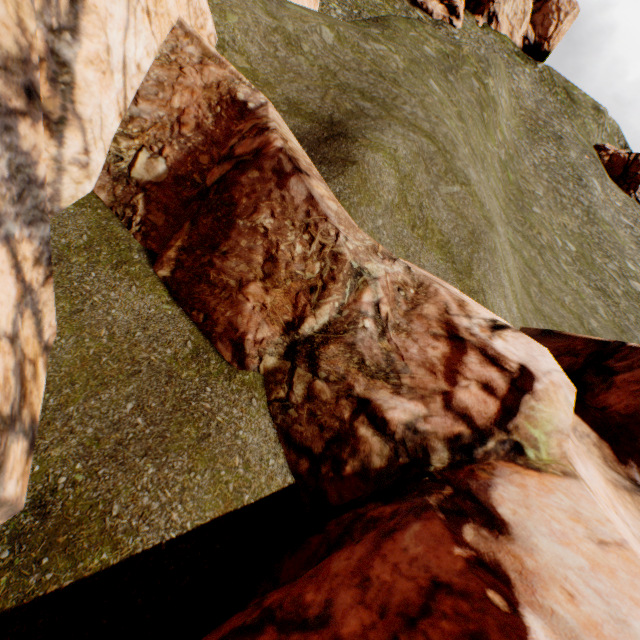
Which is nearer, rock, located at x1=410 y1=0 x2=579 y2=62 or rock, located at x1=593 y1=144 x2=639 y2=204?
rock, located at x1=593 y1=144 x2=639 y2=204

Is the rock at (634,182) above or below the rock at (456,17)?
below

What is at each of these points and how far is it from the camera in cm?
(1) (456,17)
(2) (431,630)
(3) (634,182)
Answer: (1) rock, 4759
(2) rock, 223
(3) rock, 4225

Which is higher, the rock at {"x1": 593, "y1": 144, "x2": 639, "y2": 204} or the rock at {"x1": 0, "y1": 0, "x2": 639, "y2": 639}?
the rock at {"x1": 593, "y1": 144, "x2": 639, "y2": 204}

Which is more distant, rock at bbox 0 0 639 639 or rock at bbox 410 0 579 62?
rock at bbox 410 0 579 62

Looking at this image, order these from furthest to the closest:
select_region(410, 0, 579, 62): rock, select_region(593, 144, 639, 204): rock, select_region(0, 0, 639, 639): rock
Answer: select_region(410, 0, 579, 62): rock
select_region(593, 144, 639, 204): rock
select_region(0, 0, 639, 639): rock

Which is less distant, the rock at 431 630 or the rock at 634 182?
the rock at 431 630
